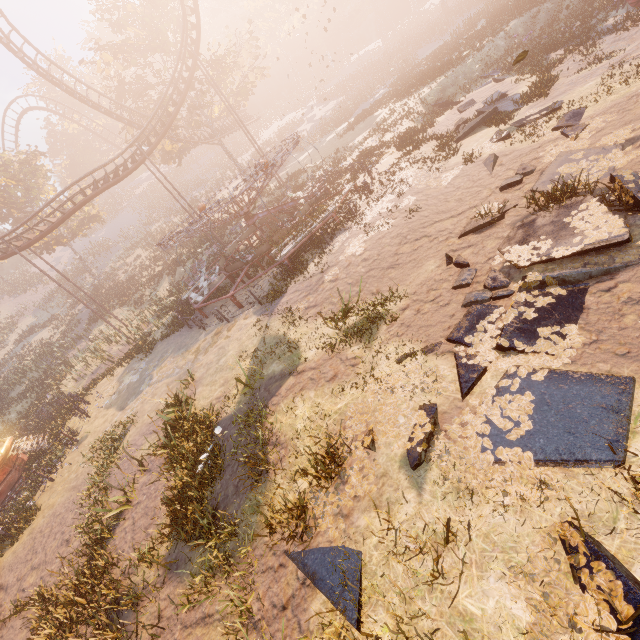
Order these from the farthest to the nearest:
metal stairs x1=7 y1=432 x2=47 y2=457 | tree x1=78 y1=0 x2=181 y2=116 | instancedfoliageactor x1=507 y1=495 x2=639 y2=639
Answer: tree x1=78 y1=0 x2=181 y2=116 < metal stairs x1=7 y1=432 x2=47 y2=457 < instancedfoliageactor x1=507 y1=495 x2=639 y2=639

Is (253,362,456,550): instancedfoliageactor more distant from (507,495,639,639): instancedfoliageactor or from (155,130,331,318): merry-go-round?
(155,130,331,318): merry-go-round

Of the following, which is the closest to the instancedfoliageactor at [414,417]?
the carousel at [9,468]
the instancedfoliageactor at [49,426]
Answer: the carousel at [9,468]

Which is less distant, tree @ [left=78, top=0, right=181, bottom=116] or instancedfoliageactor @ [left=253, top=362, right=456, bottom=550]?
instancedfoliageactor @ [left=253, top=362, right=456, bottom=550]

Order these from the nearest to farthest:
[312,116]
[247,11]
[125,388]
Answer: [125,388]
[312,116]
[247,11]

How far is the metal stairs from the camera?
16.75m

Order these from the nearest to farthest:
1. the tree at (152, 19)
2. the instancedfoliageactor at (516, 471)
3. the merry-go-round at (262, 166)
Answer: the instancedfoliageactor at (516, 471) → the merry-go-round at (262, 166) → the tree at (152, 19)

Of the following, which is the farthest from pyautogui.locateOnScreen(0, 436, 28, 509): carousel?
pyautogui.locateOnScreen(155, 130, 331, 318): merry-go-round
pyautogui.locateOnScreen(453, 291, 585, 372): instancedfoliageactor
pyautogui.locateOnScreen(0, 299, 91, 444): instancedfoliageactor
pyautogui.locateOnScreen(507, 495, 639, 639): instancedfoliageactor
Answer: pyautogui.locateOnScreen(507, 495, 639, 639): instancedfoliageactor
